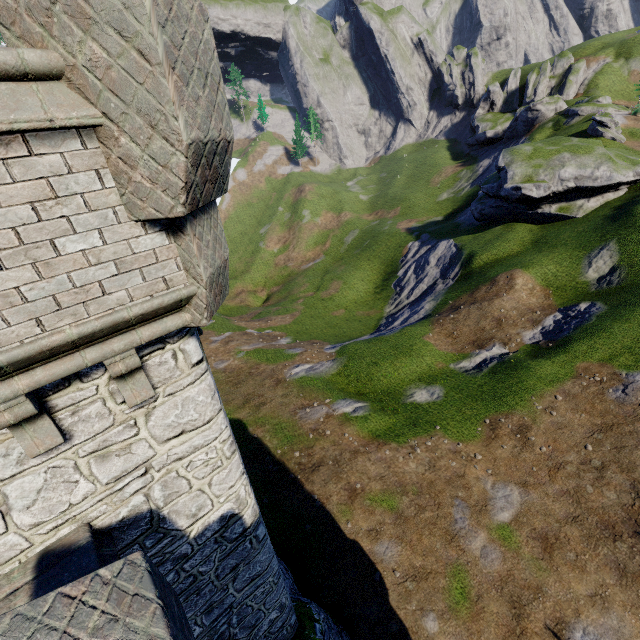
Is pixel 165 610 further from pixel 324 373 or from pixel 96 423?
pixel 324 373
